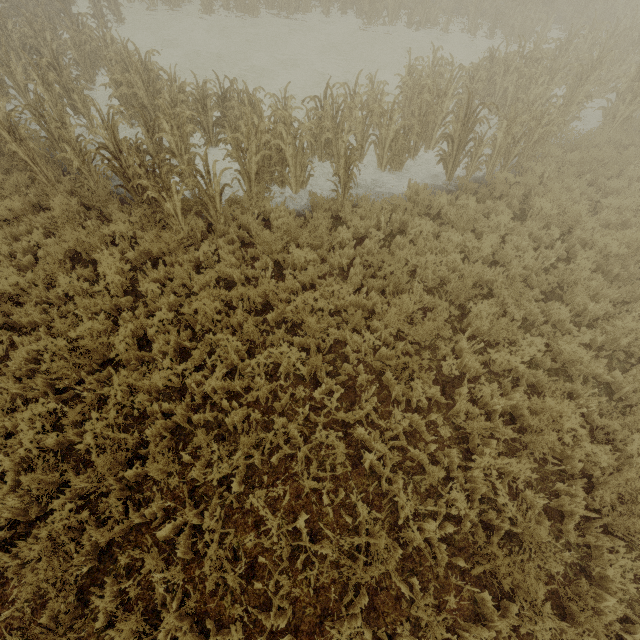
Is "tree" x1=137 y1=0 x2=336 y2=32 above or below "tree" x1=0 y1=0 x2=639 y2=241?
below

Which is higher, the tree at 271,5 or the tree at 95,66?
the tree at 95,66

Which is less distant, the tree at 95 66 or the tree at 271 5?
the tree at 95 66

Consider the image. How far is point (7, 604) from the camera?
3.3 meters

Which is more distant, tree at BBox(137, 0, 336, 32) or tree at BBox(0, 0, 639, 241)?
tree at BBox(137, 0, 336, 32)
